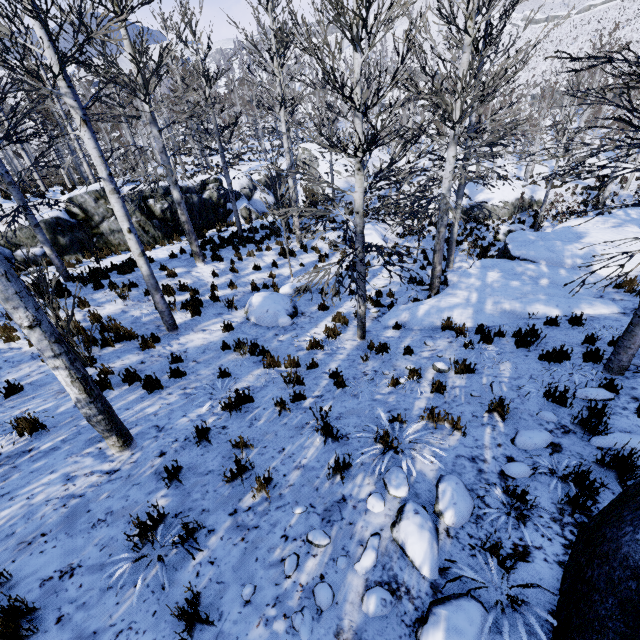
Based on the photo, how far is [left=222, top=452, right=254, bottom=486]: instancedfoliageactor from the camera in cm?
356

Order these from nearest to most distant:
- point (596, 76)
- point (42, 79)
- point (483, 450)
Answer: point (483, 450)
point (42, 79)
point (596, 76)

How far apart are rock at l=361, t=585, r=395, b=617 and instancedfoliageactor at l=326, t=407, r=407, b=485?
1.1 meters

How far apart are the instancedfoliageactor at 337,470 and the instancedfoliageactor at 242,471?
0.9m

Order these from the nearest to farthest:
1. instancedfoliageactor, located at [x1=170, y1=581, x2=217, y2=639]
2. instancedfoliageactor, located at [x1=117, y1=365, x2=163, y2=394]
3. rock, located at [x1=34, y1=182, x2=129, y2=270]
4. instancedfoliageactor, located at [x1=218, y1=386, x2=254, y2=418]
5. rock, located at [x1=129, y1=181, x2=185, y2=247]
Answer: instancedfoliageactor, located at [x1=170, y1=581, x2=217, y2=639], instancedfoliageactor, located at [x1=218, y1=386, x2=254, y2=418], instancedfoliageactor, located at [x1=117, y1=365, x2=163, y2=394], rock, located at [x1=34, y1=182, x2=129, y2=270], rock, located at [x1=129, y1=181, x2=185, y2=247]

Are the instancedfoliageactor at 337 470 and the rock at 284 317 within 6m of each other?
yes

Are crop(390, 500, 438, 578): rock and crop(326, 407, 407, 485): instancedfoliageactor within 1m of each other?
yes

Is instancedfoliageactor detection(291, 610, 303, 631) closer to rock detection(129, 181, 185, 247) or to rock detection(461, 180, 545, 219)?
rock detection(129, 181, 185, 247)
